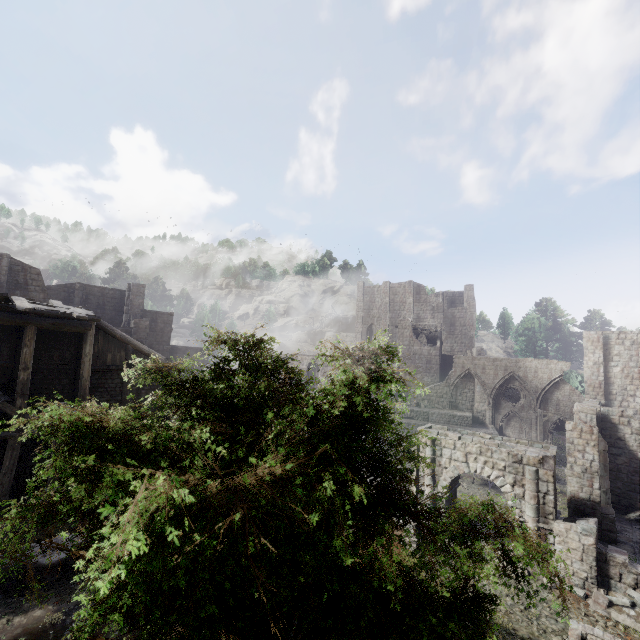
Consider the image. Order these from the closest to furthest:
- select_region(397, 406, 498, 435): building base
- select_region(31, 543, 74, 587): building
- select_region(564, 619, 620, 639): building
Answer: select_region(564, 619, 620, 639): building < select_region(31, 543, 74, 587): building < select_region(397, 406, 498, 435): building base

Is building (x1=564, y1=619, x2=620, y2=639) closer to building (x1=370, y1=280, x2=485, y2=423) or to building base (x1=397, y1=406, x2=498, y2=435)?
building (x1=370, y1=280, x2=485, y2=423)

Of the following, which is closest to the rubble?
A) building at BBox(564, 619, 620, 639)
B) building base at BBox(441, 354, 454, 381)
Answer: building at BBox(564, 619, 620, 639)

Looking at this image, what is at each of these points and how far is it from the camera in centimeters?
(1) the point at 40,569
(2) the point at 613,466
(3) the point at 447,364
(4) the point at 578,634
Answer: (1) building, 1034cm
(2) building, 1972cm
(3) building base, 5038cm
(4) building, 963cm

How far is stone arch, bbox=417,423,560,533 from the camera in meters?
13.9

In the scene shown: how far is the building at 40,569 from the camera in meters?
10.3 m

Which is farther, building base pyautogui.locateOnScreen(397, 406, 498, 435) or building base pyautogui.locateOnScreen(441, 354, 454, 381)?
building base pyautogui.locateOnScreen(441, 354, 454, 381)

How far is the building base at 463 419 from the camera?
30.1 meters
